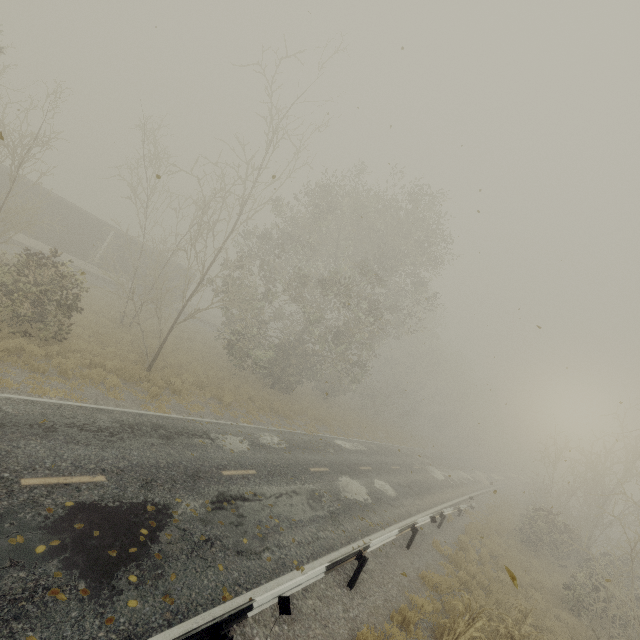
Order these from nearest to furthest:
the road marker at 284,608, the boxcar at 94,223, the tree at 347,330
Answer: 1. the road marker at 284,608
2. the tree at 347,330
3. the boxcar at 94,223

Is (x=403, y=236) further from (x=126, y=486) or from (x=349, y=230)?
(x=126, y=486)

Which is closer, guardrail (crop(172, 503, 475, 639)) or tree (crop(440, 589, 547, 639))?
guardrail (crop(172, 503, 475, 639))

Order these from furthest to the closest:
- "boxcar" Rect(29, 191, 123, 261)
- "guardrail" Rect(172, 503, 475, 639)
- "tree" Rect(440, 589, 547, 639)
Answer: "boxcar" Rect(29, 191, 123, 261) → "tree" Rect(440, 589, 547, 639) → "guardrail" Rect(172, 503, 475, 639)

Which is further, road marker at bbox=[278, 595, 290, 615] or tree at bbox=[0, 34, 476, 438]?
tree at bbox=[0, 34, 476, 438]

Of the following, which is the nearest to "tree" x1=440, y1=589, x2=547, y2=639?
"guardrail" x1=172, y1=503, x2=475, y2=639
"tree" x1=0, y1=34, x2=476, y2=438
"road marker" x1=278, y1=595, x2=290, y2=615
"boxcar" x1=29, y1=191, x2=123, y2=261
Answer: "guardrail" x1=172, y1=503, x2=475, y2=639

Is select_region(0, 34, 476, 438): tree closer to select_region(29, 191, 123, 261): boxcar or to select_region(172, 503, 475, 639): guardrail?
select_region(172, 503, 475, 639): guardrail

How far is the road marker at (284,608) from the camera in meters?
5.2
